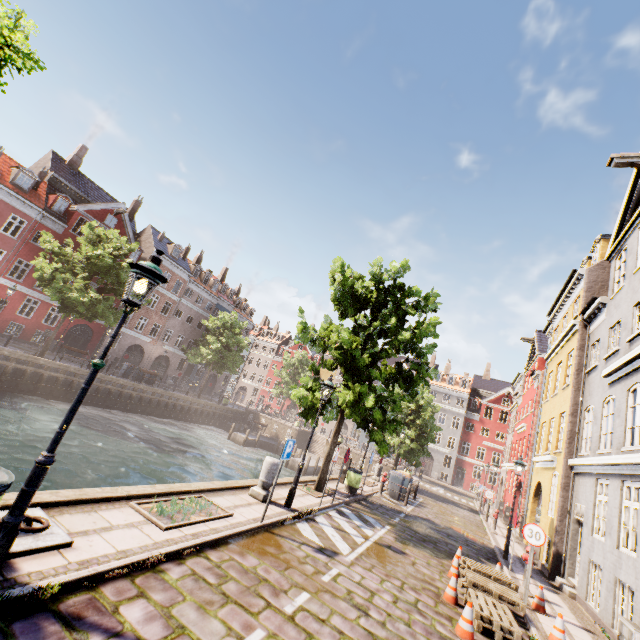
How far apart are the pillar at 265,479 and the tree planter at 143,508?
1.8 meters

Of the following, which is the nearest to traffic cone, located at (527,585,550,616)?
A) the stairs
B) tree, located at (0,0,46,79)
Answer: tree, located at (0,0,46,79)

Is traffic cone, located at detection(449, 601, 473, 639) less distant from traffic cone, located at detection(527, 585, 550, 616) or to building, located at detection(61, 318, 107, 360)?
traffic cone, located at detection(527, 585, 550, 616)

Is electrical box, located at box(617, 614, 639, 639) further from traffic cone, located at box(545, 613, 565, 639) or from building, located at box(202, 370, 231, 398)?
building, located at box(202, 370, 231, 398)

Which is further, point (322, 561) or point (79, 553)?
point (322, 561)

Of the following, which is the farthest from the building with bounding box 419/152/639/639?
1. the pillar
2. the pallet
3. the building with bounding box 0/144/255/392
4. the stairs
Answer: the building with bounding box 0/144/255/392

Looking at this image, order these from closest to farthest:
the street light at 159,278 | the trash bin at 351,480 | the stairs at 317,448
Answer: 1. the street light at 159,278
2. the trash bin at 351,480
3. the stairs at 317,448

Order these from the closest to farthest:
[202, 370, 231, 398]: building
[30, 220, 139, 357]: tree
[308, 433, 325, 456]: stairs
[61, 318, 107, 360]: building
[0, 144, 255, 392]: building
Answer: [30, 220, 139, 357]: tree
[0, 144, 255, 392]: building
[61, 318, 107, 360]: building
[308, 433, 325, 456]: stairs
[202, 370, 231, 398]: building
